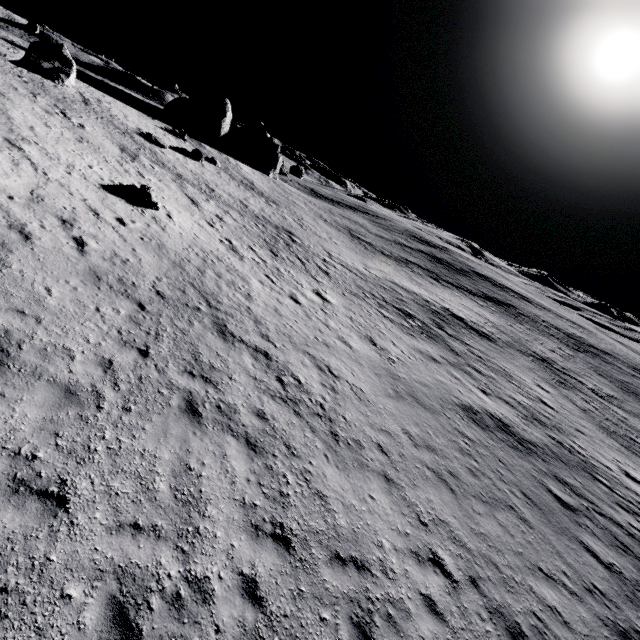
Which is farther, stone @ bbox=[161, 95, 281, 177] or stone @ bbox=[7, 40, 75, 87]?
stone @ bbox=[161, 95, 281, 177]

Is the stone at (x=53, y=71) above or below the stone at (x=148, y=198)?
above

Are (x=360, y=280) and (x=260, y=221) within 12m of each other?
yes

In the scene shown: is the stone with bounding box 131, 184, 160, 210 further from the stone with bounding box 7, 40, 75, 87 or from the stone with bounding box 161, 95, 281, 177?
the stone with bounding box 161, 95, 281, 177

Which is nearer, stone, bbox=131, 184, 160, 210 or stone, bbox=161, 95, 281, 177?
stone, bbox=131, 184, 160, 210

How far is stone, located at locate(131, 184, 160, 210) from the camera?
17.2m

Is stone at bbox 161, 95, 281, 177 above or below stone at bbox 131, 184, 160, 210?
above

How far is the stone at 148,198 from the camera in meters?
17.2 m
